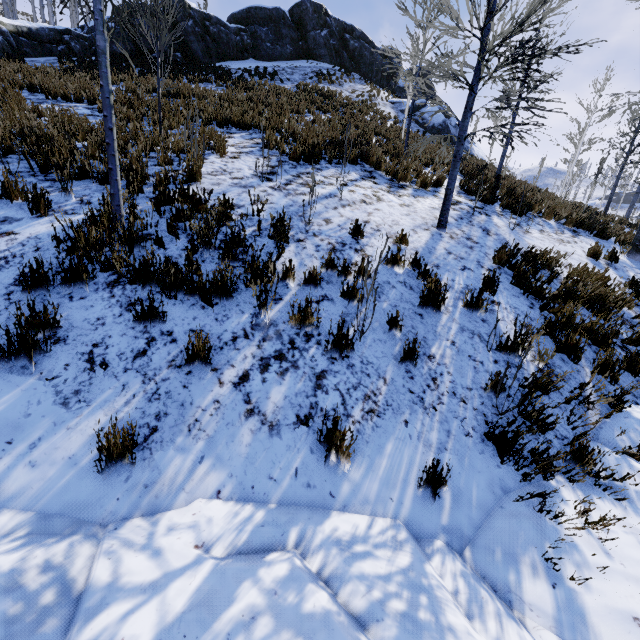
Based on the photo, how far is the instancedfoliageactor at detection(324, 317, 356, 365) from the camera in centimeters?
339cm

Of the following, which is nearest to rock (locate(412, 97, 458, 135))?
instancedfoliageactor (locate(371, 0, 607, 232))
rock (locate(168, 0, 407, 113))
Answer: rock (locate(168, 0, 407, 113))

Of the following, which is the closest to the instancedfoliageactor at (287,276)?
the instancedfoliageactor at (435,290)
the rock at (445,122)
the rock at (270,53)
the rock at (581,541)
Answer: the rock at (581,541)

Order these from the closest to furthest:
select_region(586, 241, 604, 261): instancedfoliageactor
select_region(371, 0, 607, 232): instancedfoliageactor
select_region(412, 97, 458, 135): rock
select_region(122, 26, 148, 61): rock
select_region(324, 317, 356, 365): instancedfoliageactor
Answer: select_region(324, 317, 356, 365): instancedfoliageactor → select_region(371, 0, 607, 232): instancedfoliageactor → select_region(586, 241, 604, 261): instancedfoliageactor → select_region(122, 26, 148, 61): rock → select_region(412, 97, 458, 135): rock

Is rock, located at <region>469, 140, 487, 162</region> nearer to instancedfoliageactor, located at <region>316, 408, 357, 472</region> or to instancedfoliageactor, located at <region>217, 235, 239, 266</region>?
instancedfoliageactor, located at <region>316, 408, 357, 472</region>

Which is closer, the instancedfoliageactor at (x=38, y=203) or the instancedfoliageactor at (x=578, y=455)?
the instancedfoliageactor at (x=578, y=455)

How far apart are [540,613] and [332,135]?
12.1 meters
